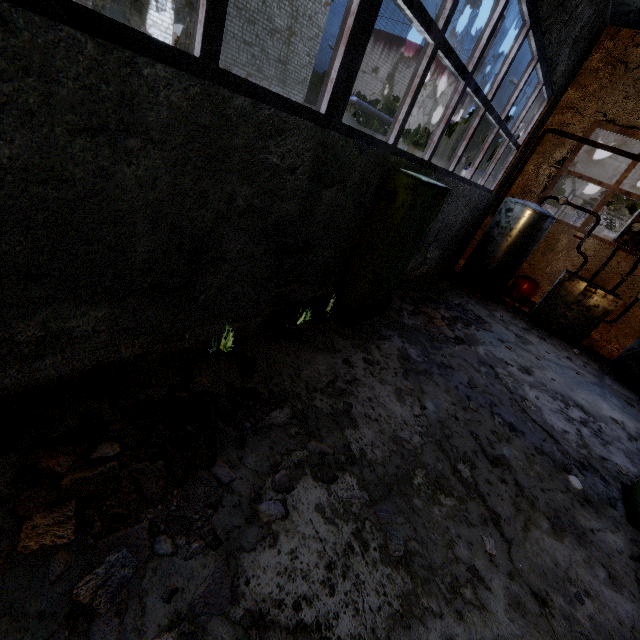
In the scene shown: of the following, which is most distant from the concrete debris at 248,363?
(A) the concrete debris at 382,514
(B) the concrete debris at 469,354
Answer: (B) the concrete debris at 469,354

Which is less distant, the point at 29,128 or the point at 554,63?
the point at 29,128

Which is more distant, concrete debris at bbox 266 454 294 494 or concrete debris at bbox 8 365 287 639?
concrete debris at bbox 266 454 294 494

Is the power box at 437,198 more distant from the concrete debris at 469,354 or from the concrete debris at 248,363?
the concrete debris at 248,363

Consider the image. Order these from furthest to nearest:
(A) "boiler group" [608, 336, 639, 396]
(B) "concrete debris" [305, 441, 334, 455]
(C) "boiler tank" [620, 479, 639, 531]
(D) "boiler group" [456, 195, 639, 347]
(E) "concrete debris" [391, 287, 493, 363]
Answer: (D) "boiler group" [456, 195, 639, 347], (A) "boiler group" [608, 336, 639, 396], (E) "concrete debris" [391, 287, 493, 363], (C) "boiler tank" [620, 479, 639, 531], (B) "concrete debris" [305, 441, 334, 455]

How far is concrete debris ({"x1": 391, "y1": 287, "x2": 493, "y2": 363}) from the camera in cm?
646

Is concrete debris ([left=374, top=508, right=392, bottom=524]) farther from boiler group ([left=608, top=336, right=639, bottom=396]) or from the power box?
boiler group ([left=608, top=336, right=639, bottom=396])

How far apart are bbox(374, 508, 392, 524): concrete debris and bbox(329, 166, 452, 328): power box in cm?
293
